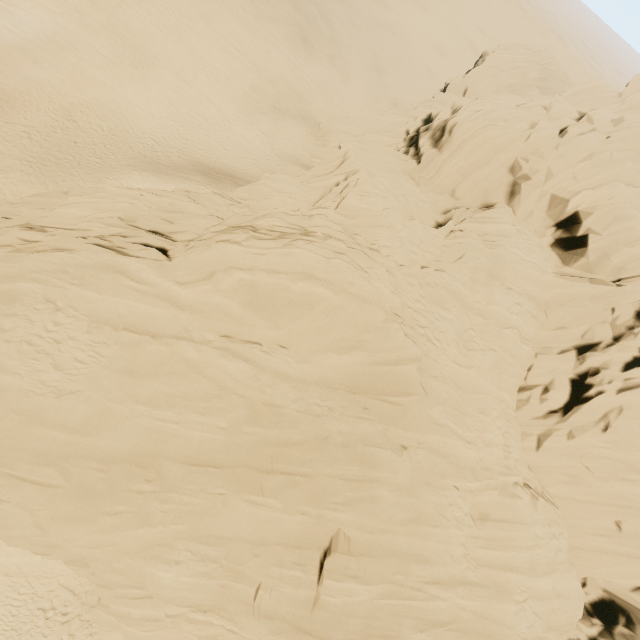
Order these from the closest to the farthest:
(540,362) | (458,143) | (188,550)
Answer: (188,550) → (540,362) → (458,143)
